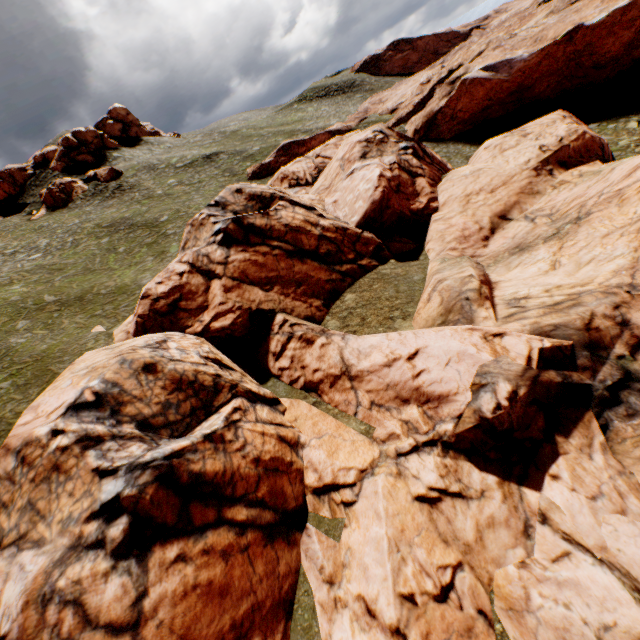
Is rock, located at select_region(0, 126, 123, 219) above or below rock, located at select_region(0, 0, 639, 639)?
above

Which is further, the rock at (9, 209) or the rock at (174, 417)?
the rock at (9, 209)

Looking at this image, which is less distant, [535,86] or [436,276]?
[436,276]

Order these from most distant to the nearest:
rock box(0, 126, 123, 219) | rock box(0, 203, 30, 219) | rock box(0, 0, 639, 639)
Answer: rock box(0, 203, 30, 219) → rock box(0, 126, 123, 219) → rock box(0, 0, 639, 639)

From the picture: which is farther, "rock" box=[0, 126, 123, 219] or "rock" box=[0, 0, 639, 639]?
"rock" box=[0, 126, 123, 219]

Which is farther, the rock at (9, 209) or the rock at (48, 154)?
the rock at (9, 209)
